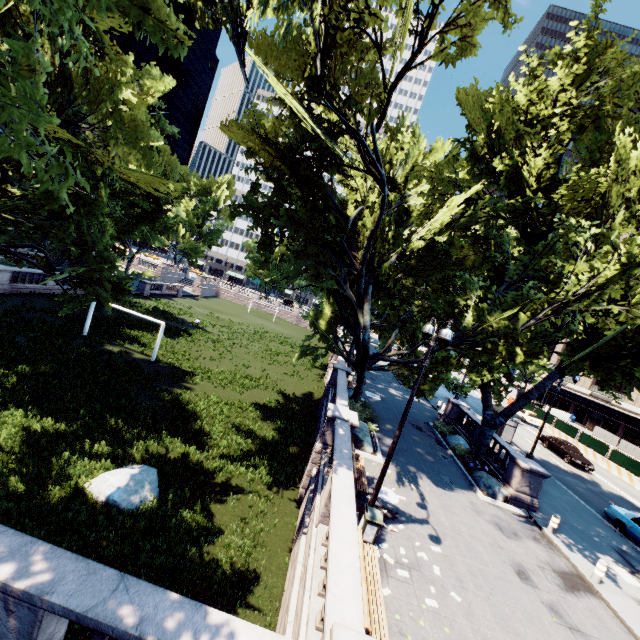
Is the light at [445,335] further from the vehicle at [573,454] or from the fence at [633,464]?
the fence at [633,464]

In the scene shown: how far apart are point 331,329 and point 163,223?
47.3 meters

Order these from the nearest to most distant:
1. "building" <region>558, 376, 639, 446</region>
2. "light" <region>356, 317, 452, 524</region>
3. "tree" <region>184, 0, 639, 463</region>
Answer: "light" <region>356, 317, 452, 524</region> → "tree" <region>184, 0, 639, 463</region> → "building" <region>558, 376, 639, 446</region>

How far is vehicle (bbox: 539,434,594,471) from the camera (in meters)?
27.14

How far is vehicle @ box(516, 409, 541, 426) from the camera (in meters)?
39.06

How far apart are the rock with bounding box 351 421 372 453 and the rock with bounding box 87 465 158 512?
9.1m

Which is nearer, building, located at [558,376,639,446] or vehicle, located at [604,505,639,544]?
vehicle, located at [604,505,639,544]

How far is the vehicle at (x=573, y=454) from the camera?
27.1m
